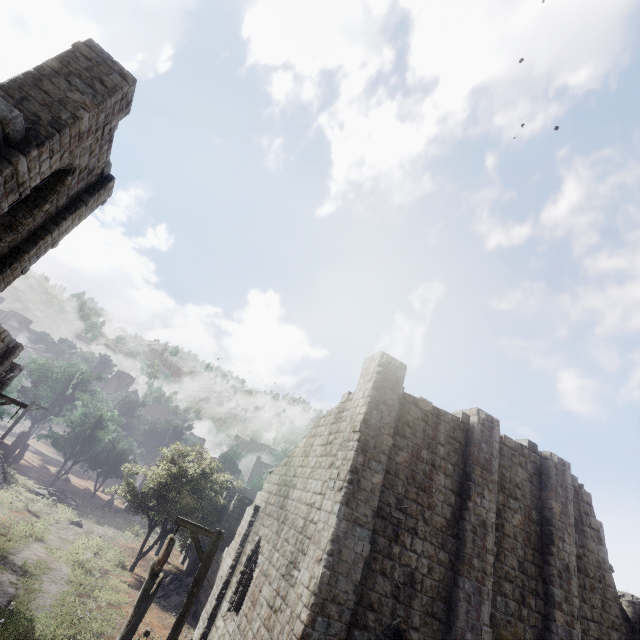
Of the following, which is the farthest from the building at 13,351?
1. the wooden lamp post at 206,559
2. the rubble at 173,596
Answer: the wooden lamp post at 206,559

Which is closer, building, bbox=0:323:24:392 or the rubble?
building, bbox=0:323:24:392

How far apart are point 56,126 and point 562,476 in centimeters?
2133cm

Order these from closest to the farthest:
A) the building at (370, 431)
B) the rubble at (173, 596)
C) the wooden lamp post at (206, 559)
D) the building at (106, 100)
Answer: the building at (106, 100), the wooden lamp post at (206, 559), the building at (370, 431), the rubble at (173, 596)

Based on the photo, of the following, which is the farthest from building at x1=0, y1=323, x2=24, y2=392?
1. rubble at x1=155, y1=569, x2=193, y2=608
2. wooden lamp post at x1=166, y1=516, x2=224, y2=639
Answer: wooden lamp post at x1=166, y1=516, x2=224, y2=639

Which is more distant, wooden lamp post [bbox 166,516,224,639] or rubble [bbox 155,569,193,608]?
rubble [bbox 155,569,193,608]

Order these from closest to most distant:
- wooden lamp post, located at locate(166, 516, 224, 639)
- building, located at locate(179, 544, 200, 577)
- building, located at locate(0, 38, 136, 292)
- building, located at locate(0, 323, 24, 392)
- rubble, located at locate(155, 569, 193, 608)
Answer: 1. building, located at locate(0, 38, 136, 292)
2. wooden lamp post, located at locate(166, 516, 224, 639)
3. building, located at locate(0, 323, 24, 392)
4. rubble, located at locate(155, 569, 193, 608)
5. building, located at locate(179, 544, 200, 577)
